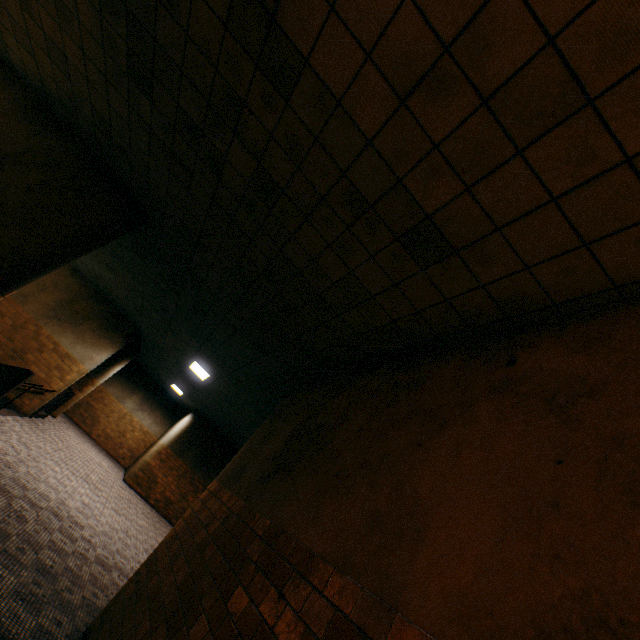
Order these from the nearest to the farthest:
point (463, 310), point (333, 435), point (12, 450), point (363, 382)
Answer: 1. point (463, 310)
2. point (333, 435)
3. point (363, 382)
4. point (12, 450)

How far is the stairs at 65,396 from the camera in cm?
1028

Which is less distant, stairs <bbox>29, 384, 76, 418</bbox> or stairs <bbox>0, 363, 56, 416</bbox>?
stairs <bbox>0, 363, 56, 416</bbox>

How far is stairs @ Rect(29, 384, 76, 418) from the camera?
10.28m

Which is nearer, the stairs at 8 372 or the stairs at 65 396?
the stairs at 8 372
